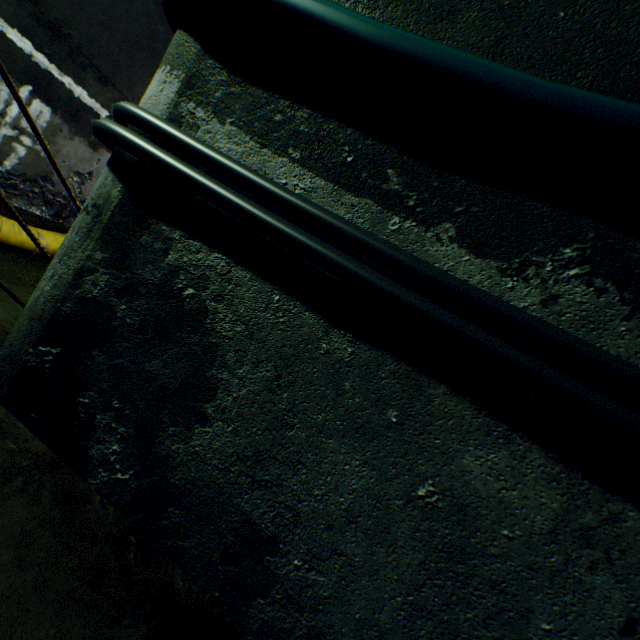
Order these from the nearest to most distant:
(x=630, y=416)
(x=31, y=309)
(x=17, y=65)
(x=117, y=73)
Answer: (x=630, y=416) → (x=31, y=309) → (x=17, y=65) → (x=117, y=73)

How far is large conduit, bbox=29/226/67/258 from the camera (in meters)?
4.81

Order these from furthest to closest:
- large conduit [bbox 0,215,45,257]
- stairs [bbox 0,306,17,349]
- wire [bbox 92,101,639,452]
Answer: large conduit [bbox 0,215,45,257]
stairs [bbox 0,306,17,349]
wire [bbox 92,101,639,452]

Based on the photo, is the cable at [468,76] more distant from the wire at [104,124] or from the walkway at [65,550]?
the walkway at [65,550]

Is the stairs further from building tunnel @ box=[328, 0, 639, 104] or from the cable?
the cable

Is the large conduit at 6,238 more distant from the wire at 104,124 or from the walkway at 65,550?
the wire at 104,124

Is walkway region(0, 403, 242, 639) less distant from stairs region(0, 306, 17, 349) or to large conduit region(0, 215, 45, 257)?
stairs region(0, 306, 17, 349)

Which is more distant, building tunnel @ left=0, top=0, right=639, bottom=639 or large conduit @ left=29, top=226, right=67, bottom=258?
large conduit @ left=29, top=226, right=67, bottom=258
